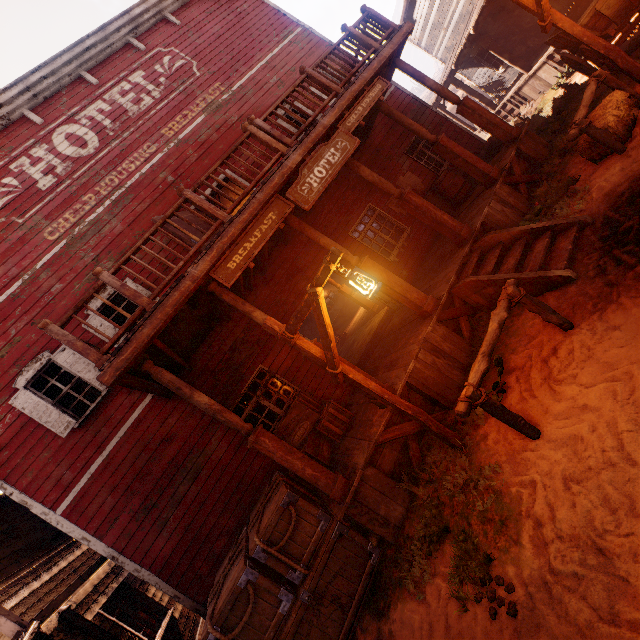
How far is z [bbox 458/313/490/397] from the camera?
5.6 meters

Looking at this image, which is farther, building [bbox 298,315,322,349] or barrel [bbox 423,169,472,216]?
barrel [bbox 423,169,472,216]

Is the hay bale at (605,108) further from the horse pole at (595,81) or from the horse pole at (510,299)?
the horse pole at (510,299)

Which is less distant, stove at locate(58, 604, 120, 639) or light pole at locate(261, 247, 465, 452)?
light pole at locate(261, 247, 465, 452)

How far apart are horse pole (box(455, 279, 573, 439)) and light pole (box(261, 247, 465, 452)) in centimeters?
92cm

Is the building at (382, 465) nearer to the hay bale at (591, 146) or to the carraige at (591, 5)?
the carraige at (591, 5)

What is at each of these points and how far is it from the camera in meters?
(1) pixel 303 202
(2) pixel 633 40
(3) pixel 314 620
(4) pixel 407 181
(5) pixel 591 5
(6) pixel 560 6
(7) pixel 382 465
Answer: (1) sign, 5.7
(2) z, 7.3
(3) wooden box, 4.4
(4) poster, 10.6
(5) carraige, 6.4
(6) building, 9.7
(7) building, 5.2

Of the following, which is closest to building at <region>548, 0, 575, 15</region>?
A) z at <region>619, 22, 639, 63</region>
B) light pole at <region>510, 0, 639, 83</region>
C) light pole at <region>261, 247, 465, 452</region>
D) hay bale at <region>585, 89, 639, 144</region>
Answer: z at <region>619, 22, 639, 63</region>
